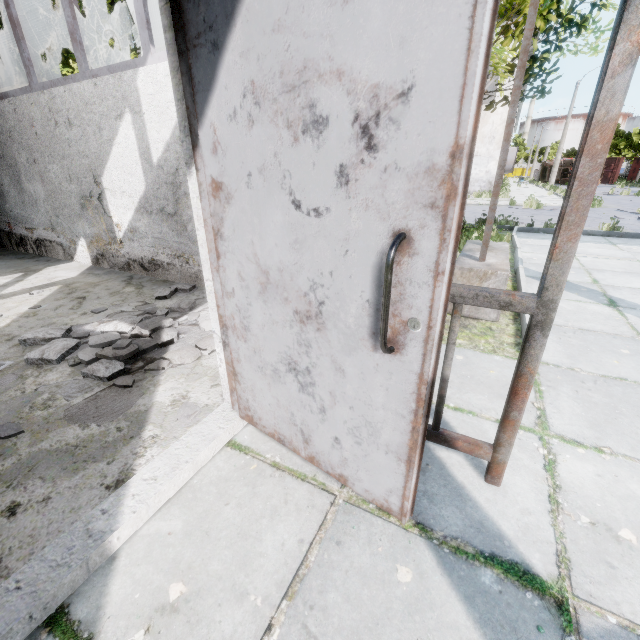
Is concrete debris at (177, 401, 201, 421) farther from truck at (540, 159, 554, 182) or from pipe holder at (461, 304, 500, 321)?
truck at (540, 159, 554, 182)

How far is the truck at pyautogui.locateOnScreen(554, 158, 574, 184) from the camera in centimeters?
4030cm

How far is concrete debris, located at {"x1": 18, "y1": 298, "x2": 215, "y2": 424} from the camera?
2.28m

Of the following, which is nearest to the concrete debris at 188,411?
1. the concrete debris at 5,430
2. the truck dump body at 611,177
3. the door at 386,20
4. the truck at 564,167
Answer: the door at 386,20

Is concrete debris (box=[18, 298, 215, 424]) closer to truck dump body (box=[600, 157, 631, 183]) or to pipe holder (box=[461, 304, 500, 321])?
pipe holder (box=[461, 304, 500, 321])

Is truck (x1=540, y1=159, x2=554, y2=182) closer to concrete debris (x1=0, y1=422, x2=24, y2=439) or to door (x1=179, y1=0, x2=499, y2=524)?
door (x1=179, y1=0, x2=499, y2=524)

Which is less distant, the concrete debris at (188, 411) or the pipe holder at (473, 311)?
the concrete debris at (188, 411)

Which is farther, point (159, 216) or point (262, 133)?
point (159, 216)
